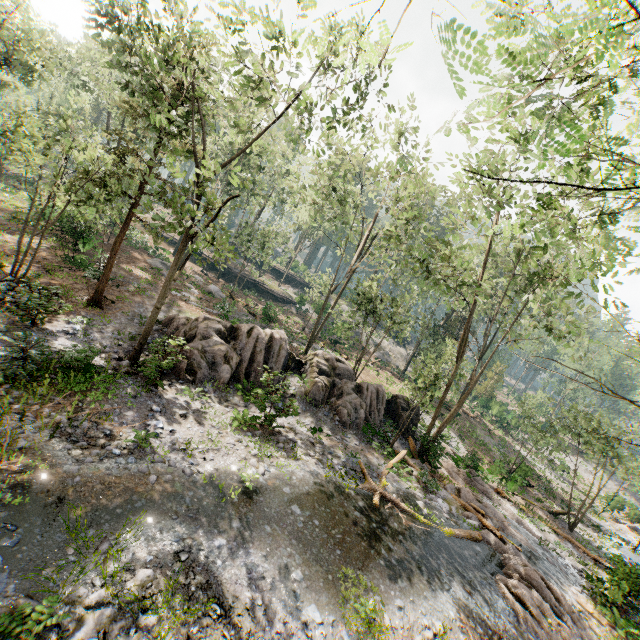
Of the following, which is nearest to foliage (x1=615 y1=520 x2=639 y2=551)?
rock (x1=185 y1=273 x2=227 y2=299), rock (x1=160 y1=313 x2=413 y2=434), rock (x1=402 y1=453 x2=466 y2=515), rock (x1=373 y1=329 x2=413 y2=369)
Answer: rock (x1=373 y1=329 x2=413 y2=369)

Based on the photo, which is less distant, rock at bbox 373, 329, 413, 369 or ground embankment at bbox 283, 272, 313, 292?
rock at bbox 373, 329, 413, 369

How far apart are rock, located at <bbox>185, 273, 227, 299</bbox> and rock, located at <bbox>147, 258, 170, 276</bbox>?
1.7m

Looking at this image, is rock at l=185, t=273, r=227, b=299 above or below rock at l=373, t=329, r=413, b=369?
below

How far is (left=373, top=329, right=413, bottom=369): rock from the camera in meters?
46.1 m

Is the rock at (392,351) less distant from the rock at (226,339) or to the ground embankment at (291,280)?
the ground embankment at (291,280)

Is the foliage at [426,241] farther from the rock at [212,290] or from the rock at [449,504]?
the rock at [212,290]

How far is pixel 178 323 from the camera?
18.31m
